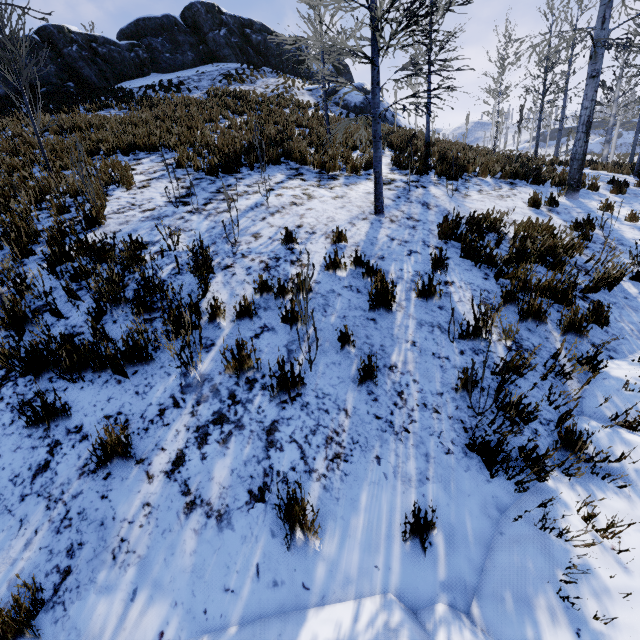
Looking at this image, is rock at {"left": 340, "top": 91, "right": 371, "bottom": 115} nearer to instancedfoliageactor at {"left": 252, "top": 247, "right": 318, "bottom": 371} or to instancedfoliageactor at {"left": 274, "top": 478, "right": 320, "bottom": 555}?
instancedfoliageactor at {"left": 252, "top": 247, "right": 318, "bottom": 371}

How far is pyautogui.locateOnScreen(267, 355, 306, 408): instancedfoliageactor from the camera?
2.92m

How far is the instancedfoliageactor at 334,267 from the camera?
4.5 meters

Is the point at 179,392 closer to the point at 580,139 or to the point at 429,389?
the point at 429,389

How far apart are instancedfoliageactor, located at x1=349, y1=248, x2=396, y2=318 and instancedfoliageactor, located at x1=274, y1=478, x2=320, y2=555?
2.36m

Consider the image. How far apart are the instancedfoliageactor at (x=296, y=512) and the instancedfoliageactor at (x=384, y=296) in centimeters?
236cm

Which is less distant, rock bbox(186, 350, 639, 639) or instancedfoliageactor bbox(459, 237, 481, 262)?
rock bbox(186, 350, 639, 639)
